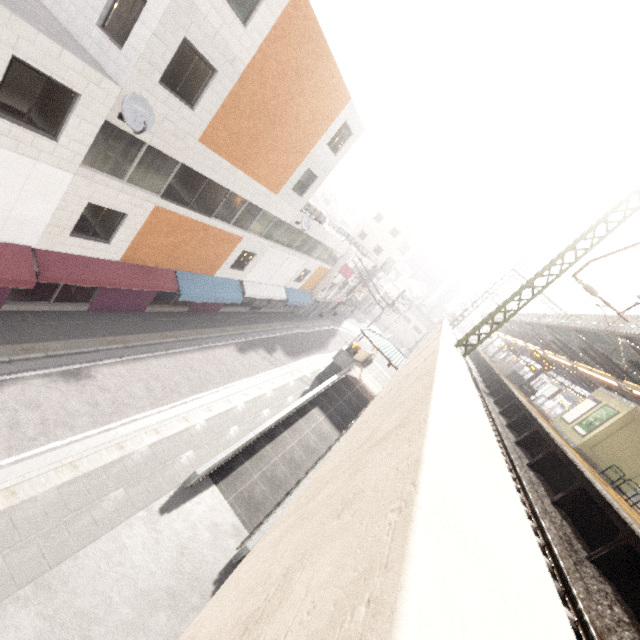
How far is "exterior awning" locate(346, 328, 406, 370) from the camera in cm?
2412

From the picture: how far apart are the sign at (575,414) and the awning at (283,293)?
19.4m

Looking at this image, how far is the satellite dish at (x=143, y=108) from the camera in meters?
9.1

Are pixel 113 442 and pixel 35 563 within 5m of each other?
yes

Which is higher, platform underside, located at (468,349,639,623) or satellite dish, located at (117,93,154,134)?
platform underside, located at (468,349,639,623)

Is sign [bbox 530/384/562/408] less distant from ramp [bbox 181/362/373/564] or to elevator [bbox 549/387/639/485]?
elevator [bbox 549/387/639/485]

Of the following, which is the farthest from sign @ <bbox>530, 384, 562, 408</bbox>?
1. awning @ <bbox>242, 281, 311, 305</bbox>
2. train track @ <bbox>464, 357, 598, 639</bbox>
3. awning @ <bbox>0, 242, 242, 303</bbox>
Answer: awning @ <bbox>0, 242, 242, 303</bbox>

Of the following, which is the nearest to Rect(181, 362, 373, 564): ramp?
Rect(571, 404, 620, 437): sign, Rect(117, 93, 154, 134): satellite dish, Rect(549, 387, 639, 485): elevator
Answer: Rect(549, 387, 639, 485): elevator
